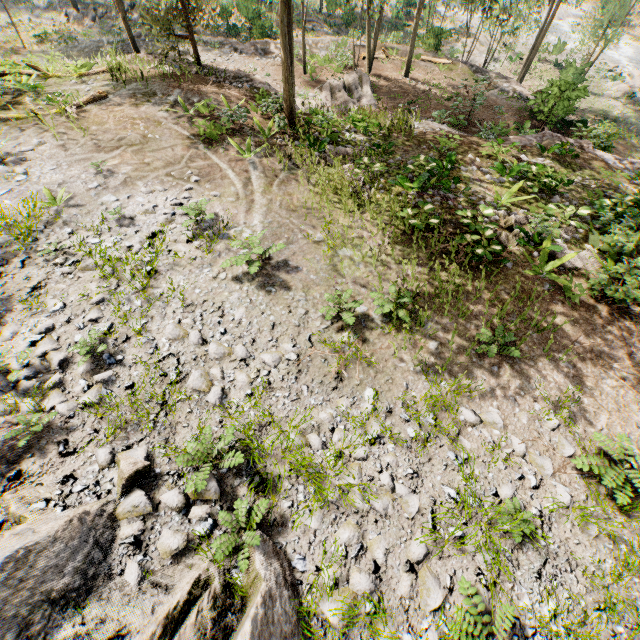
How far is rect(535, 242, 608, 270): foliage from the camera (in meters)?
9.44

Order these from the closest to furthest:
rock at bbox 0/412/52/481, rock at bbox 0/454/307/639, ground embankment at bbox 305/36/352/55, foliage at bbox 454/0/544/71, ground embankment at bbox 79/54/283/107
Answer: rock at bbox 0/454/307/639 < rock at bbox 0/412/52/481 < ground embankment at bbox 79/54/283/107 < foliage at bbox 454/0/544/71 < ground embankment at bbox 305/36/352/55

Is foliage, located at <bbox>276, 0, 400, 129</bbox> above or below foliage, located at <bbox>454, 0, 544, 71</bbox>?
above

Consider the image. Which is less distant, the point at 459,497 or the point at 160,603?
the point at 160,603

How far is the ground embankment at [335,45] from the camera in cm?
2362

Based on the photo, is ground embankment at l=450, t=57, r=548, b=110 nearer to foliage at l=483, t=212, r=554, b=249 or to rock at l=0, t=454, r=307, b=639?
foliage at l=483, t=212, r=554, b=249

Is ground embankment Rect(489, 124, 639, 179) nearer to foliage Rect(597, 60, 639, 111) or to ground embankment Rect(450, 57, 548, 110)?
foliage Rect(597, 60, 639, 111)

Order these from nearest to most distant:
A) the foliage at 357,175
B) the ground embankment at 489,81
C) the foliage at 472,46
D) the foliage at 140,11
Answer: the foliage at 357,175, the foliage at 140,11, the ground embankment at 489,81, the foliage at 472,46
